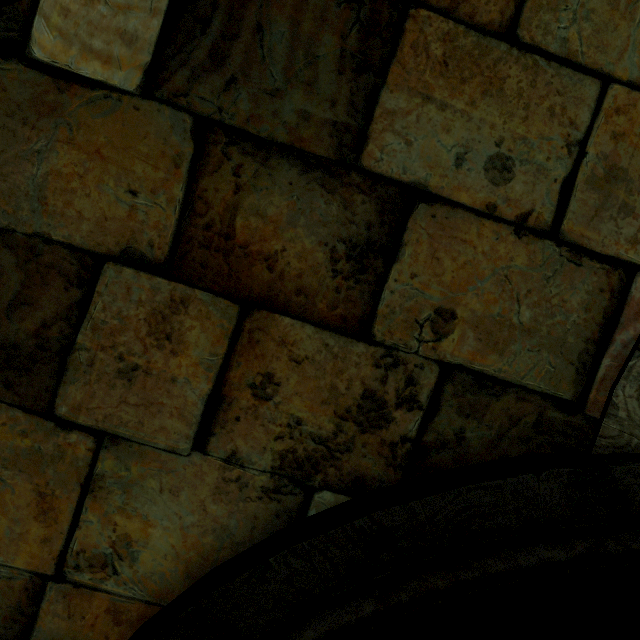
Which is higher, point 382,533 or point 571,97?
point 571,97
